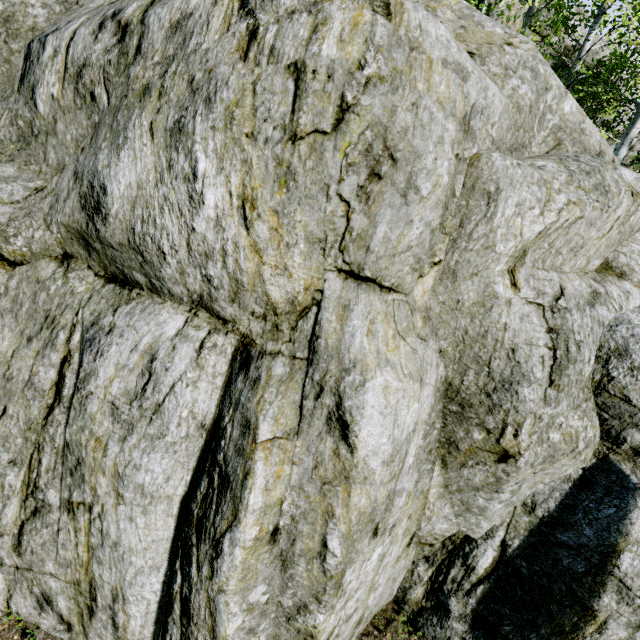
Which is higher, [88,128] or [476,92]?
[476,92]

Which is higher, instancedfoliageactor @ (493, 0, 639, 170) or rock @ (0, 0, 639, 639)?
instancedfoliageactor @ (493, 0, 639, 170)

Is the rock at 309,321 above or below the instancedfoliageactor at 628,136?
below

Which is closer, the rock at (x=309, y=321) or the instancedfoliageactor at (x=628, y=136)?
the rock at (x=309, y=321)

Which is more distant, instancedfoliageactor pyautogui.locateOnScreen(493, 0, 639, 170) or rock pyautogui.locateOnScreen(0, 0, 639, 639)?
instancedfoliageactor pyautogui.locateOnScreen(493, 0, 639, 170)
